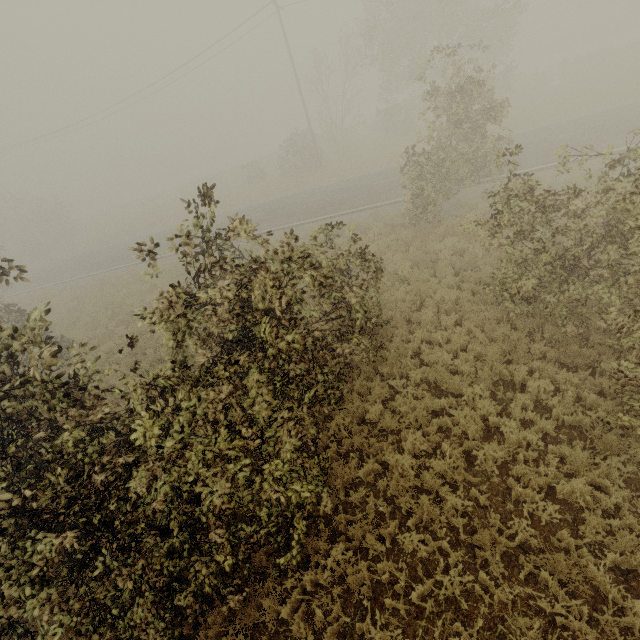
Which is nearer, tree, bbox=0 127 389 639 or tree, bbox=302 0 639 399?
tree, bbox=0 127 389 639

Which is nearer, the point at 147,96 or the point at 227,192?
the point at 147,96

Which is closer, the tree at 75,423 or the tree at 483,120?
the tree at 75,423
